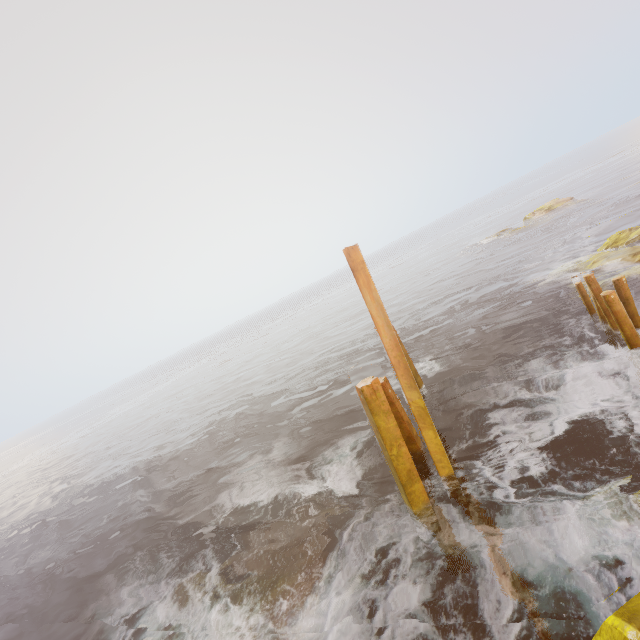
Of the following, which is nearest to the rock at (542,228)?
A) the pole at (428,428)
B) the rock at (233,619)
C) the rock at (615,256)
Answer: the rock at (615,256)

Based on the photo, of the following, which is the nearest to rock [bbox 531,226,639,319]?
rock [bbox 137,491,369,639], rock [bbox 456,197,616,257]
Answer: rock [bbox 137,491,369,639]

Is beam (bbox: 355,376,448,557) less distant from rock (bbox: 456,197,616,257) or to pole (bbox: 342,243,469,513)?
pole (bbox: 342,243,469,513)

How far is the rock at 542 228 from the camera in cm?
2877

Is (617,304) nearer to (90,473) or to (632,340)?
(632,340)

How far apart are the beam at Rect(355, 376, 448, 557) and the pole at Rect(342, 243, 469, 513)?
0.5m

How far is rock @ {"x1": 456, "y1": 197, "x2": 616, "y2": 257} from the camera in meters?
28.8

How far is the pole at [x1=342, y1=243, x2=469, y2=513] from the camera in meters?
6.2 m
